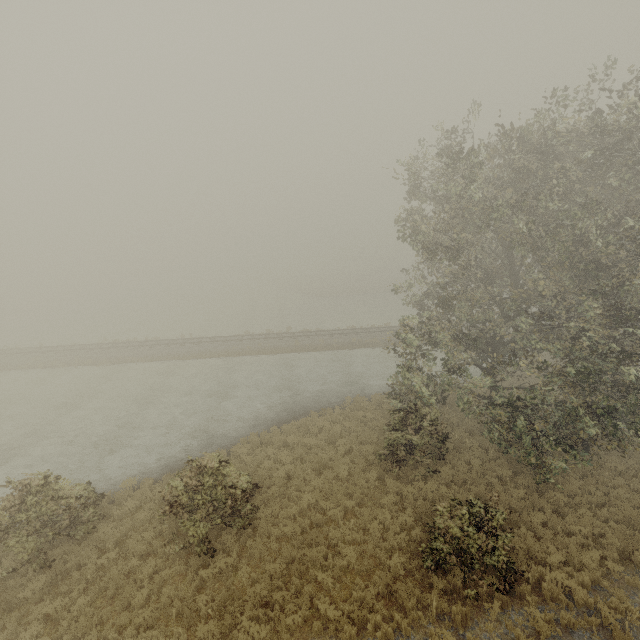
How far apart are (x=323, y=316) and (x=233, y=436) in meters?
31.6 m
